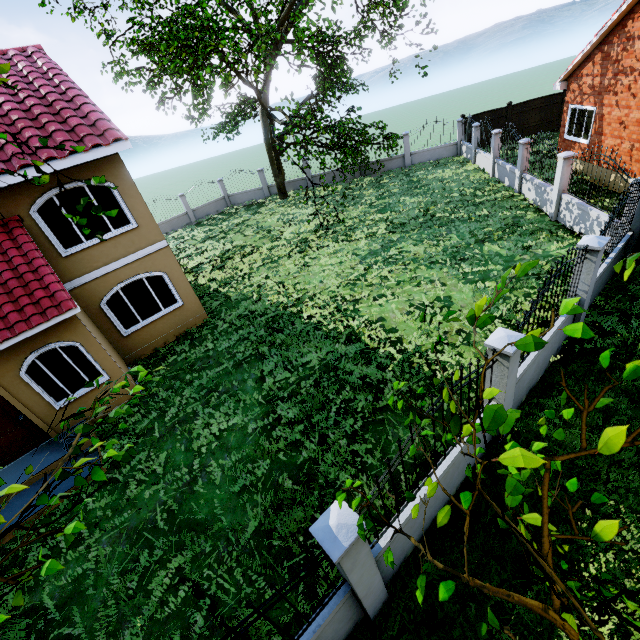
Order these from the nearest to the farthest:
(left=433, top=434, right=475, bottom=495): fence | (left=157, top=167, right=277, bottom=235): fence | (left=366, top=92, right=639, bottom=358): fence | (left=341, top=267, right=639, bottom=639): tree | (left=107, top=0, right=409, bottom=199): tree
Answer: (left=341, top=267, right=639, bottom=639): tree < (left=433, top=434, right=475, bottom=495): fence < (left=366, top=92, right=639, bottom=358): fence < (left=107, top=0, right=409, bottom=199): tree < (left=157, top=167, right=277, bottom=235): fence

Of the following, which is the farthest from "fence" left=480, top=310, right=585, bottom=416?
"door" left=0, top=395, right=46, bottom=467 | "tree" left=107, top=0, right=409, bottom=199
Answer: "door" left=0, top=395, right=46, bottom=467

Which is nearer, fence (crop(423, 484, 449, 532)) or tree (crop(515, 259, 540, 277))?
tree (crop(515, 259, 540, 277))

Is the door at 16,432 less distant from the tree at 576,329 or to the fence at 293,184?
the tree at 576,329

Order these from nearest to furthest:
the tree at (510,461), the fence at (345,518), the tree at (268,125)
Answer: the tree at (510,461)
the fence at (345,518)
the tree at (268,125)

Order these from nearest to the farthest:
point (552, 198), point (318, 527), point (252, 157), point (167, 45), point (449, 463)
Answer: point (318, 527)
point (449, 463)
point (552, 198)
point (167, 45)
point (252, 157)

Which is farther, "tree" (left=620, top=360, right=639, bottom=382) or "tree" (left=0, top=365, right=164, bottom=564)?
"tree" (left=0, top=365, right=164, bottom=564)
